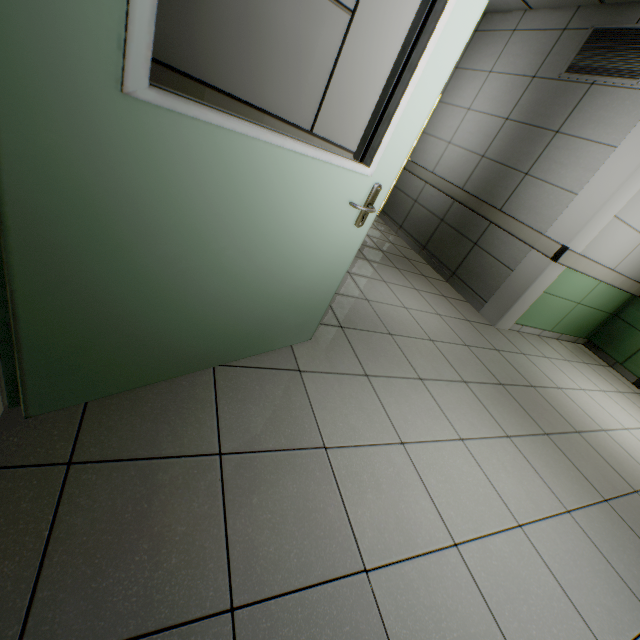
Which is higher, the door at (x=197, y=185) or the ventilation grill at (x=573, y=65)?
the ventilation grill at (x=573, y=65)

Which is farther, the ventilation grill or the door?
the ventilation grill

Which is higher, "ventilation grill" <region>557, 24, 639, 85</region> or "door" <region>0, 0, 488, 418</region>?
"ventilation grill" <region>557, 24, 639, 85</region>

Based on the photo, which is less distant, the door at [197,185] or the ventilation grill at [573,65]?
the door at [197,185]

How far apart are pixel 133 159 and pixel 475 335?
3.5m
